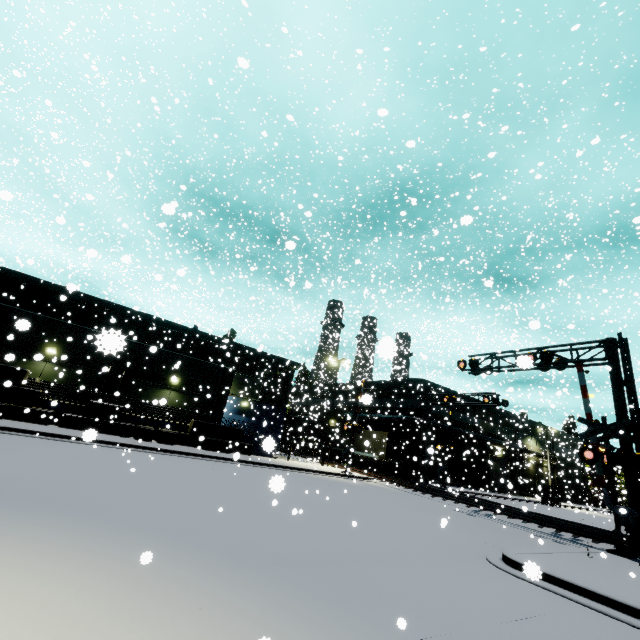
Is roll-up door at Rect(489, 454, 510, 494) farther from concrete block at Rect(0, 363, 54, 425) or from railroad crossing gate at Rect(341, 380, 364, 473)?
railroad crossing gate at Rect(341, 380, 364, 473)

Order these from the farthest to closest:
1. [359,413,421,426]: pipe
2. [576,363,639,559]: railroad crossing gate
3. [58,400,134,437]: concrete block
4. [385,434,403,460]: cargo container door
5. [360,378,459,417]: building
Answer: [360,378,459,417]: building < [359,413,421,426]: pipe < [385,434,403,460]: cargo container door < [58,400,134,437]: concrete block < [576,363,639,559]: railroad crossing gate

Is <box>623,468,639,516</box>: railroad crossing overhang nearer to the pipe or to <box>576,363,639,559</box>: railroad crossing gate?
<box>576,363,639,559</box>: railroad crossing gate

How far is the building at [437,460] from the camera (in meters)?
15.04

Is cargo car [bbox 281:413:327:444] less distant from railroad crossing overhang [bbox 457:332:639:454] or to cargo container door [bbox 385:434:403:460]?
cargo container door [bbox 385:434:403:460]

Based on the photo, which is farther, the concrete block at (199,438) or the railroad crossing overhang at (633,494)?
the concrete block at (199,438)

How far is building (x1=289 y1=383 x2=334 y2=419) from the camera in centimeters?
3141cm

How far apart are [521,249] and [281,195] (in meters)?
28.25
